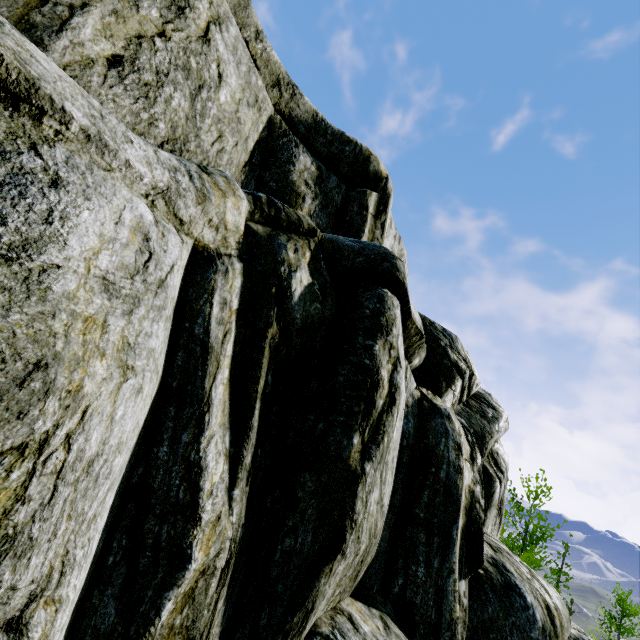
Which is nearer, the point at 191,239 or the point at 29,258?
the point at 29,258
